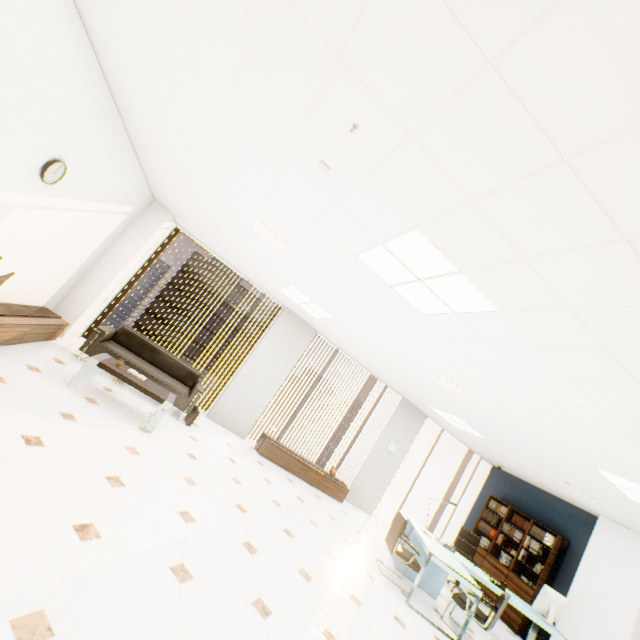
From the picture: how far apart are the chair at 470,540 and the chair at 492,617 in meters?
1.7 m

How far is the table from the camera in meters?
4.2

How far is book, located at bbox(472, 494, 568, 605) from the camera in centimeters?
699cm

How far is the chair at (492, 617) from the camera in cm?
454

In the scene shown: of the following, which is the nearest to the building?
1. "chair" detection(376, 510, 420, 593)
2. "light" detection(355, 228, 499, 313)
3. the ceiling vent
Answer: "chair" detection(376, 510, 420, 593)

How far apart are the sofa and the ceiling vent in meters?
3.0 m

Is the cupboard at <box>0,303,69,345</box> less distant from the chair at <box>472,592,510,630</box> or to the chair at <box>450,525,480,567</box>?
the chair at <box>472,592,510,630</box>

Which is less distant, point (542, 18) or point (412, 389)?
point (542, 18)
